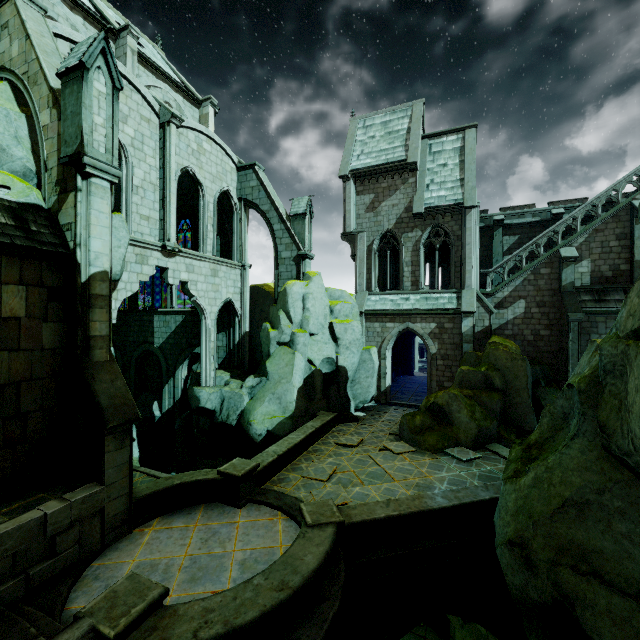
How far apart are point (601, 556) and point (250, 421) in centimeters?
1350cm

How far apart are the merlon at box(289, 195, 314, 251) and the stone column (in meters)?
13.42

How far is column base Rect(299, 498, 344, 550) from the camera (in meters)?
7.55

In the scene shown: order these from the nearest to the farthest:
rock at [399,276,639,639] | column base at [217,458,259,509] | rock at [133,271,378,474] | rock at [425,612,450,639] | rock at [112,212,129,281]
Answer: rock at [399,276,639,639] < column base at [217,458,259,509] < rock at [112,212,129,281] < rock at [425,612,450,639] < rock at [133,271,378,474]

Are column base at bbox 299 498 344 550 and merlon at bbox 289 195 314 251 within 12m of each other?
no

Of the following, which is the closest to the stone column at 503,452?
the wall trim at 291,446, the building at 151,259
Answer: the building at 151,259

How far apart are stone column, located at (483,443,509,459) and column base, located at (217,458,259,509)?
9.7 meters

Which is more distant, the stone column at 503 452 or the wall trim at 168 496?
the stone column at 503 452
